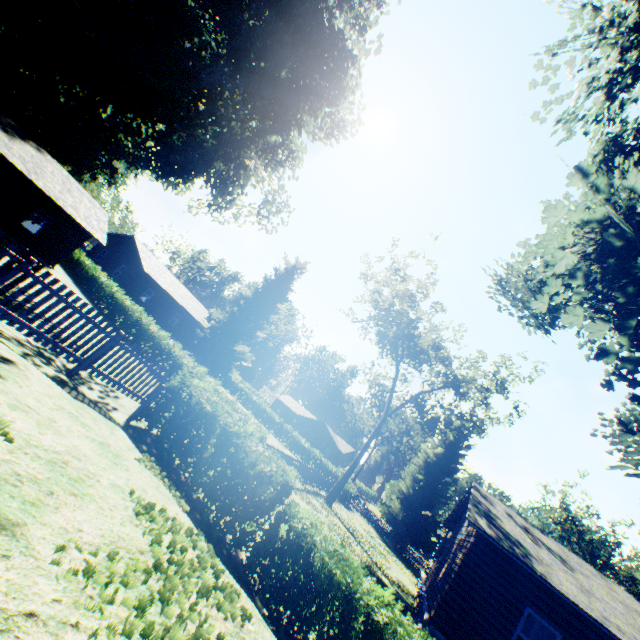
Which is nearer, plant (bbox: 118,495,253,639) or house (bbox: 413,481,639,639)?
plant (bbox: 118,495,253,639)

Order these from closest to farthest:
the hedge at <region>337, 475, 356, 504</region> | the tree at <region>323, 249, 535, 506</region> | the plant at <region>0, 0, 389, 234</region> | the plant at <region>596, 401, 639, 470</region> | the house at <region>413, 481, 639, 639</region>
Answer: the plant at <region>596, 401, 639, 470</region>
the house at <region>413, 481, 639, 639</region>
the plant at <region>0, 0, 389, 234</region>
the tree at <region>323, 249, 535, 506</region>
the hedge at <region>337, 475, 356, 504</region>

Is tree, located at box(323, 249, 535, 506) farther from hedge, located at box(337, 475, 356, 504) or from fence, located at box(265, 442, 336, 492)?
hedge, located at box(337, 475, 356, 504)

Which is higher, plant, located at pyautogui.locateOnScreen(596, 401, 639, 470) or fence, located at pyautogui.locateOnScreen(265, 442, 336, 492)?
plant, located at pyautogui.locateOnScreen(596, 401, 639, 470)

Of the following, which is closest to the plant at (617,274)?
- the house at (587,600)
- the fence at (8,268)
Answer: the fence at (8,268)

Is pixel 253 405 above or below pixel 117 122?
below

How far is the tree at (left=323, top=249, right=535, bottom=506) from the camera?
25.22m

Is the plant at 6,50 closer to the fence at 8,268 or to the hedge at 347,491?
the fence at 8,268
